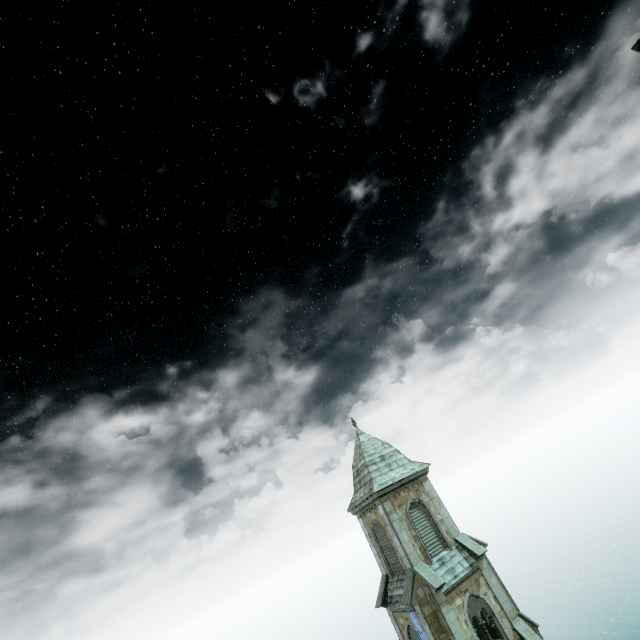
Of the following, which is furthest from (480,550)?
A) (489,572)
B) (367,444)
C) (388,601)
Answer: (367,444)
